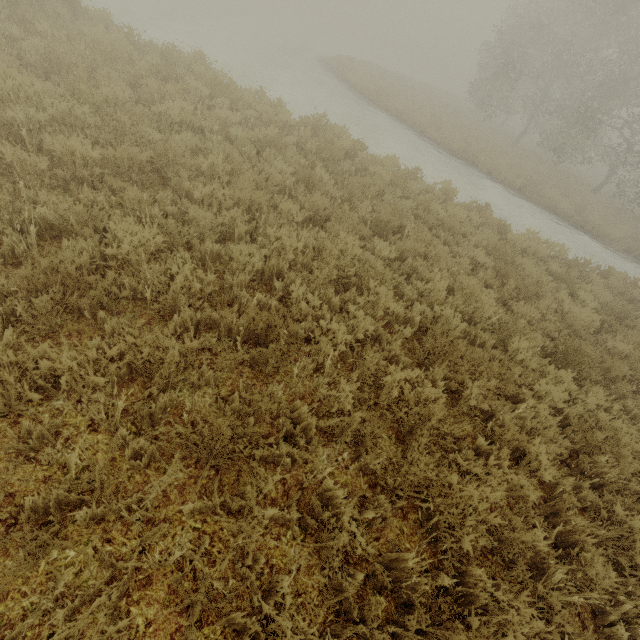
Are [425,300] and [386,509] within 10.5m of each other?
yes
